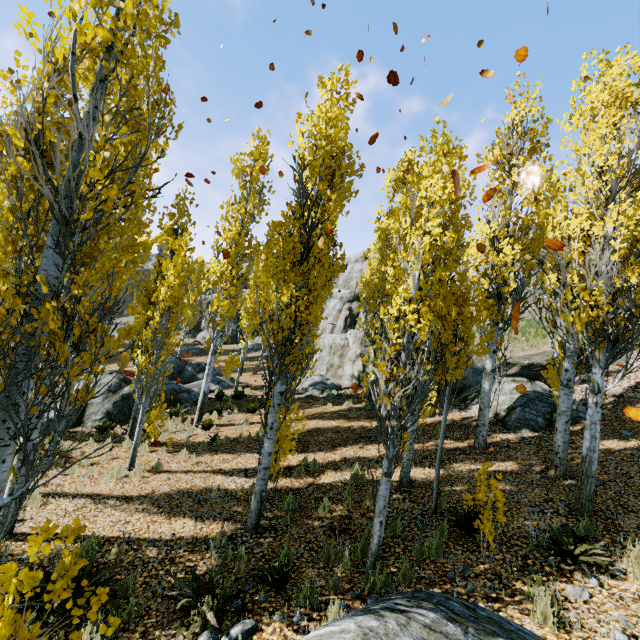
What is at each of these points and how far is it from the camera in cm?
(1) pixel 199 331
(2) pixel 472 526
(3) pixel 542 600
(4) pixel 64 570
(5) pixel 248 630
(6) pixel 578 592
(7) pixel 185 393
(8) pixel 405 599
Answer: (1) rock, 3853
(2) instancedfoliageactor, 562
(3) instancedfoliageactor, 392
(4) instancedfoliageactor, 474
(5) rock, 387
(6) instancedfoliageactor, 414
(7) rock, 1748
(8) rock, 247

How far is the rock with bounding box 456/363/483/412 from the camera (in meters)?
13.44

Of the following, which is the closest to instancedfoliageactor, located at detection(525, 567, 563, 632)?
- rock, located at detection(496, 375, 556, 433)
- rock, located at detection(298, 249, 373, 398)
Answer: rock, located at detection(496, 375, 556, 433)

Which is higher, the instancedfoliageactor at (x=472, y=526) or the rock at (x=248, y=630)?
the instancedfoliageactor at (x=472, y=526)

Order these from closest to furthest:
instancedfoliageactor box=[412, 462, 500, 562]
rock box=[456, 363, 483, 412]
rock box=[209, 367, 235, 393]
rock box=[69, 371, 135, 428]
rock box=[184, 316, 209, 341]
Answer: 1. instancedfoliageactor box=[412, 462, 500, 562]
2. rock box=[69, 371, 135, 428]
3. rock box=[456, 363, 483, 412]
4. rock box=[209, 367, 235, 393]
5. rock box=[184, 316, 209, 341]

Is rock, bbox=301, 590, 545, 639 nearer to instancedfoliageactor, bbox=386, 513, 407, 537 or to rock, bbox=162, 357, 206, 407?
instancedfoliageactor, bbox=386, 513, 407, 537

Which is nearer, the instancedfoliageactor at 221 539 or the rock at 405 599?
the rock at 405 599

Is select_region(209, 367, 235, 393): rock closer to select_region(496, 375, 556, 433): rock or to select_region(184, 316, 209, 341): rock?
select_region(184, 316, 209, 341): rock
